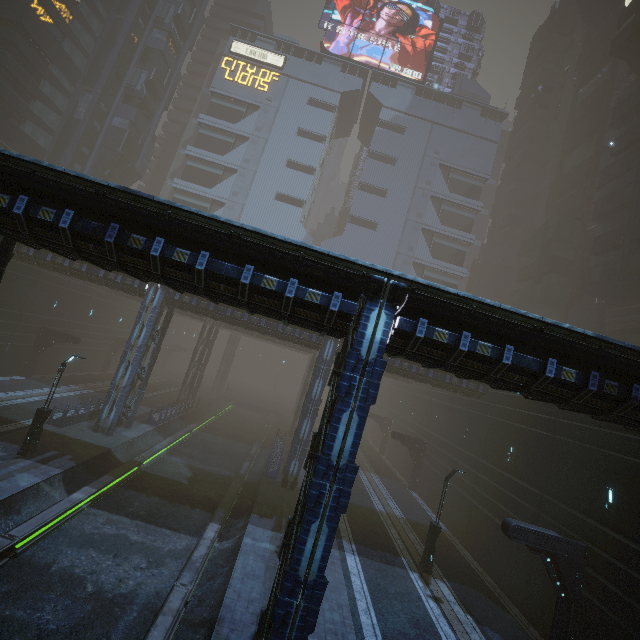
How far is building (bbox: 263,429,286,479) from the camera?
23.86m

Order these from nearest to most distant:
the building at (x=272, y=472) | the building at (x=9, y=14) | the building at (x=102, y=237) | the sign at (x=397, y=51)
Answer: the building at (x=102, y=237) → the building at (x=272, y=472) → the building at (x=9, y=14) → the sign at (x=397, y=51)

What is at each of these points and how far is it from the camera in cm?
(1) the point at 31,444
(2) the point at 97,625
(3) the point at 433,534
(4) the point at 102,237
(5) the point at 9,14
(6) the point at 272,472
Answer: (1) street light, 1697
(2) train rail, 1044
(3) street light, 1759
(4) building, 925
(5) building, 3484
(6) building, 2388

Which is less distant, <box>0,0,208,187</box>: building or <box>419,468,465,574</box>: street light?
<box>419,468,465,574</box>: street light

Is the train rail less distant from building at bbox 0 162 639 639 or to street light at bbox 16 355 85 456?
building at bbox 0 162 639 639

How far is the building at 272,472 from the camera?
23.9 meters

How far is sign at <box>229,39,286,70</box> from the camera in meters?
54.2 m

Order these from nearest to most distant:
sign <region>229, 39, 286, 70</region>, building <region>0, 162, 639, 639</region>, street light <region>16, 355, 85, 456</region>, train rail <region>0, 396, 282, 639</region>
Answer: building <region>0, 162, 639, 639</region>, train rail <region>0, 396, 282, 639</region>, street light <region>16, 355, 85, 456</region>, sign <region>229, 39, 286, 70</region>
